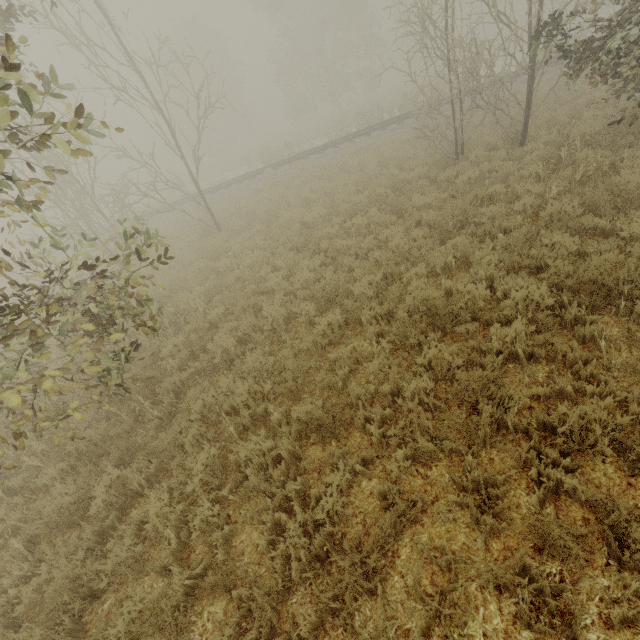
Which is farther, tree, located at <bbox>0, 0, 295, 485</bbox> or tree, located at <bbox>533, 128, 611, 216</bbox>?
tree, located at <bbox>533, 128, 611, 216</bbox>

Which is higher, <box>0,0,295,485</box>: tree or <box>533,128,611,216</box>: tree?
<box>0,0,295,485</box>: tree

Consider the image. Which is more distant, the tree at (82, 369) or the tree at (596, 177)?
the tree at (596, 177)

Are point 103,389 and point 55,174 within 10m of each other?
no

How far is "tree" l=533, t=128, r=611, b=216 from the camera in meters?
6.7 m

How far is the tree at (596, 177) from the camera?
6.7m
